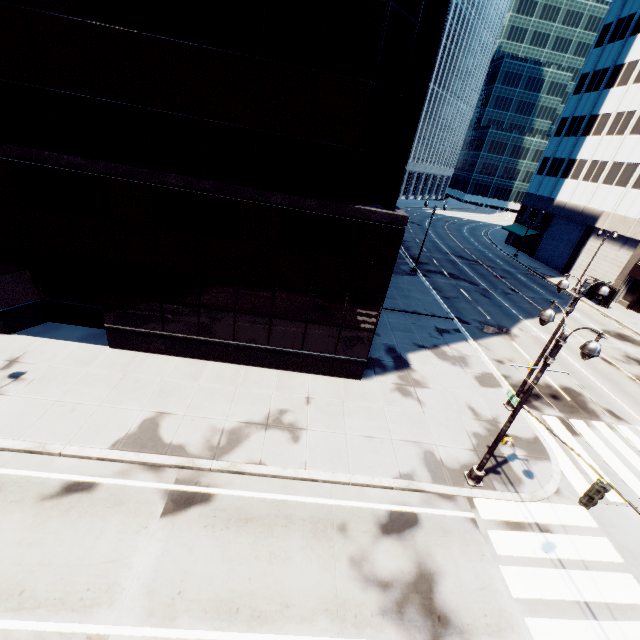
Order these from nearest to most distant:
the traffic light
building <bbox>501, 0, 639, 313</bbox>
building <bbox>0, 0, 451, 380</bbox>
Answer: the traffic light < building <bbox>0, 0, 451, 380</bbox> < building <bbox>501, 0, 639, 313</bbox>

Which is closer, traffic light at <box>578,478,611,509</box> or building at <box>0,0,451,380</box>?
traffic light at <box>578,478,611,509</box>

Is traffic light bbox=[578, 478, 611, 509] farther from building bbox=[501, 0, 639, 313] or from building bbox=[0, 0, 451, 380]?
building bbox=[501, 0, 639, 313]

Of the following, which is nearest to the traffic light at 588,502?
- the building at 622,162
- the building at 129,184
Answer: the building at 129,184

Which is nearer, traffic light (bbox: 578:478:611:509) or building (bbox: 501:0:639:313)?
traffic light (bbox: 578:478:611:509)

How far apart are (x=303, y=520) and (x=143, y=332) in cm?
1102

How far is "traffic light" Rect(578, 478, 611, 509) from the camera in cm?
782

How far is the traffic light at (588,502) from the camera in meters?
7.8 m
